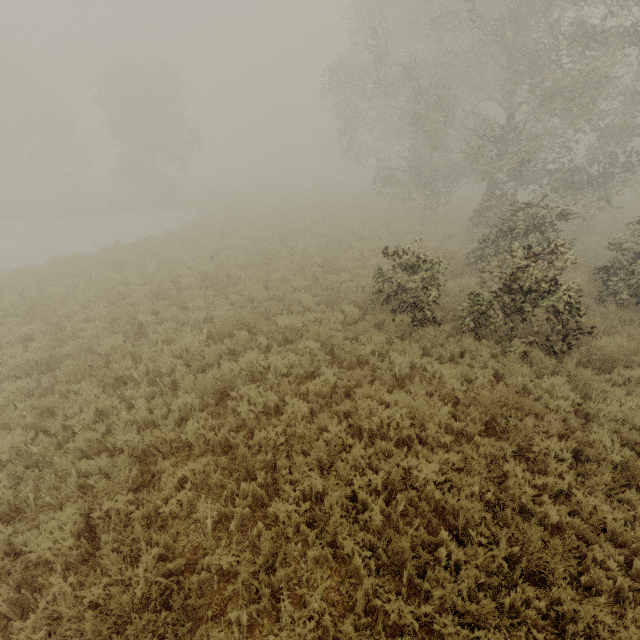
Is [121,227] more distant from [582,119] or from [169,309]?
[582,119]
